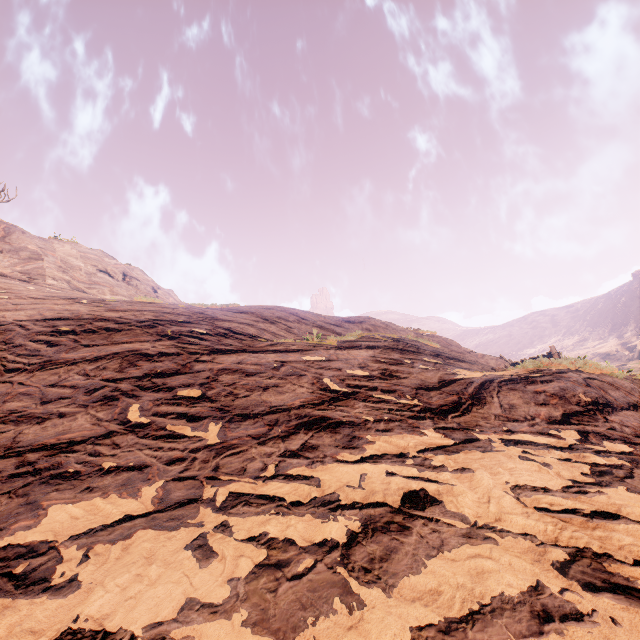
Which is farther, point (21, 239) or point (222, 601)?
point (21, 239)
